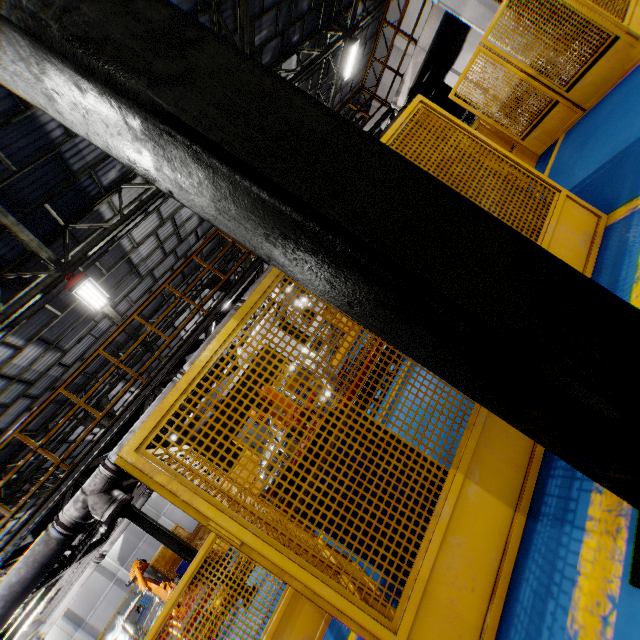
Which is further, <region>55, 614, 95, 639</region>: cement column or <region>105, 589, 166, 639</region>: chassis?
<region>55, 614, 95, 639</region>: cement column

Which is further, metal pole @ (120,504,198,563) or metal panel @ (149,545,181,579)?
metal panel @ (149,545,181,579)

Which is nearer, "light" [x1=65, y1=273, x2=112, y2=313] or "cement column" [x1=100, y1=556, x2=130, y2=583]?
"light" [x1=65, y1=273, x2=112, y2=313]

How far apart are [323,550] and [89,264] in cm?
1122

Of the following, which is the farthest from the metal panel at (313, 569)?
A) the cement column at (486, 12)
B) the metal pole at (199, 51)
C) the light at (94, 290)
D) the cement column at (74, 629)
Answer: the cement column at (74, 629)

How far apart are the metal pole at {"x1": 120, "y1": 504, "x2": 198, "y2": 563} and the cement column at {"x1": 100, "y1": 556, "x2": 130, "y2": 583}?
25.0m

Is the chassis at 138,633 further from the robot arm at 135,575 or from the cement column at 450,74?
the cement column at 450,74

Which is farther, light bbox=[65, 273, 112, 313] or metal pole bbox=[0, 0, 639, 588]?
light bbox=[65, 273, 112, 313]
